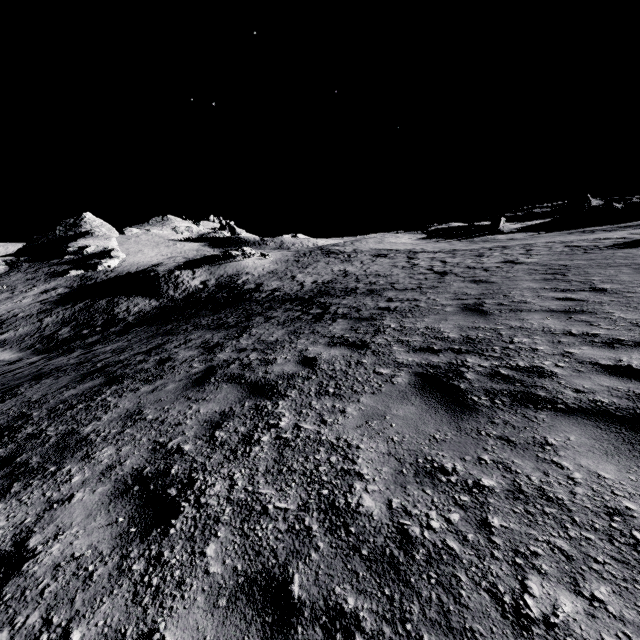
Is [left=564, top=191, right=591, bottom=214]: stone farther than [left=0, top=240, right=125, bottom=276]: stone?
Yes

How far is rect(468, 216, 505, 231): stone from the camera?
51.2 meters

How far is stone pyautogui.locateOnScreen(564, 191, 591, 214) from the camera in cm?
5206

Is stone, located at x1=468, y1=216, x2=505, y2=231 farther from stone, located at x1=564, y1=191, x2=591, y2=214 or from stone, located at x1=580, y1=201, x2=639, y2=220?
stone, located at x1=580, y1=201, x2=639, y2=220

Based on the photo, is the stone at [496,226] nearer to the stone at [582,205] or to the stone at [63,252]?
the stone at [582,205]

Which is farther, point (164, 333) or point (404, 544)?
point (164, 333)

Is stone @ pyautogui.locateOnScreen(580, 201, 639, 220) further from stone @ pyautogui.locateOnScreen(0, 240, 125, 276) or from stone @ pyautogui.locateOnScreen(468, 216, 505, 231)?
stone @ pyautogui.locateOnScreen(0, 240, 125, 276)

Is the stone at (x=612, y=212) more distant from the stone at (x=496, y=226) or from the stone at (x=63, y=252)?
the stone at (x=63, y=252)
